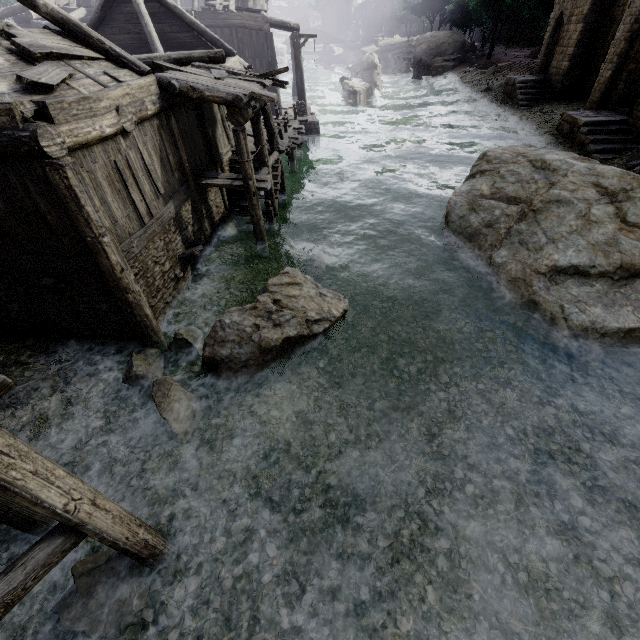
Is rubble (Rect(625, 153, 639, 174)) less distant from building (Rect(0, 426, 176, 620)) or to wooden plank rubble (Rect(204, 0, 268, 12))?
building (Rect(0, 426, 176, 620))

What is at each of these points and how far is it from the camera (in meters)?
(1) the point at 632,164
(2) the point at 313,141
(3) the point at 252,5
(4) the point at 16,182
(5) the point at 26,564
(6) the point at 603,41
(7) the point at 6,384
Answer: (1) rubble, 14.73
(2) building base, 23.44
(3) wooden plank rubble, 21.75
(4) building, 6.22
(5) building, 3.46
(6) building, 21.19
(7) building, 3.02

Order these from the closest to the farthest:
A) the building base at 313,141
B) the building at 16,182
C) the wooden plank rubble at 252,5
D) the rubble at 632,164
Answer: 1. the building at 16,182
2. the rubble at 632,164
3. the wooden plank rubble at 252,5
4. the building base at 313,141

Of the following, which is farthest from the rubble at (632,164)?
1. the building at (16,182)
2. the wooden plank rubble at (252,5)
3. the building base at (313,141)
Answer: the wooden plank rubble at (252,5)

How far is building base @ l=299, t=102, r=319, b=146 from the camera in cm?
2272

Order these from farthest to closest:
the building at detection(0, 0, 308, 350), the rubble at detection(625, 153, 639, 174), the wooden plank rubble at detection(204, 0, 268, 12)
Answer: the wooden plank rubble at detection(204, 0, 268, 12) < the rubble at detection(625, 153, 639, 174) < the building at detection(0, 0, 308, 350)

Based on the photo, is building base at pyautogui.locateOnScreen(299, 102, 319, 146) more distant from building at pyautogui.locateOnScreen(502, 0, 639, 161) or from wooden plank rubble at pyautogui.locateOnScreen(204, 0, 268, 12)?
wooden plank rubble at pyautogui.locateOnScreen(204, 0, 268, 12)

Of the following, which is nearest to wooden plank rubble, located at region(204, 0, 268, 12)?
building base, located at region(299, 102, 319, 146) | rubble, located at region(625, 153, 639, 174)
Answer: building base, located at region(299, 102, 319, 146)
